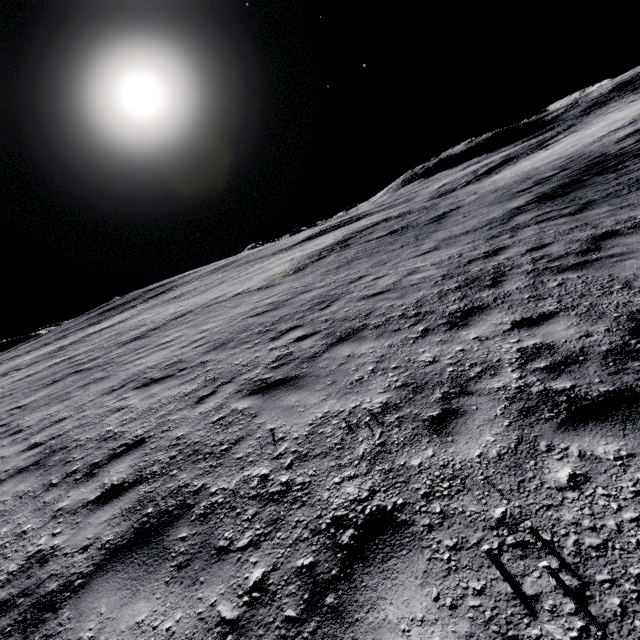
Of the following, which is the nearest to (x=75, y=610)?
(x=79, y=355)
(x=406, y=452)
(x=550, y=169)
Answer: (x=406, y=452)
